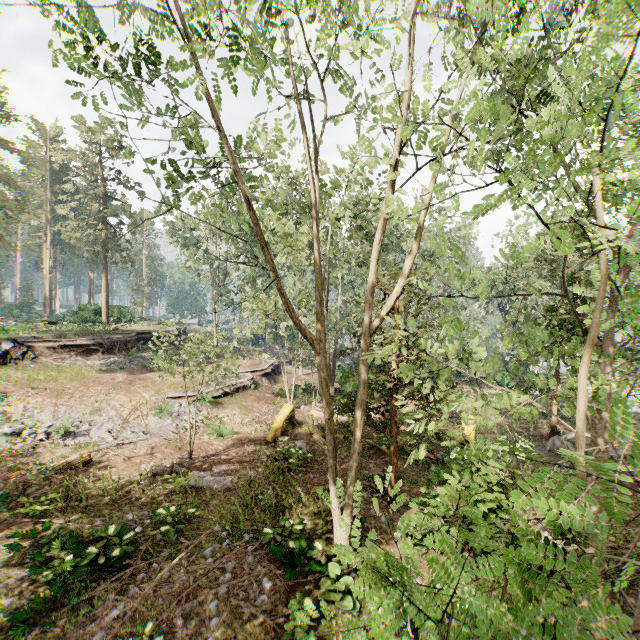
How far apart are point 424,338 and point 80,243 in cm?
4365

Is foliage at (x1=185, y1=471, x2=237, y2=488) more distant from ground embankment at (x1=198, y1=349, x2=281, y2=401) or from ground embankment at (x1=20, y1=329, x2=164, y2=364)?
ground embankment at (x1=20, y1=329, x2=164, y2=364)

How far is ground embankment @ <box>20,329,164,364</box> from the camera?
23.2 meters

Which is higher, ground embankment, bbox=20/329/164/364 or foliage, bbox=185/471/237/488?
ground embankment, bbox=20/329/164/364

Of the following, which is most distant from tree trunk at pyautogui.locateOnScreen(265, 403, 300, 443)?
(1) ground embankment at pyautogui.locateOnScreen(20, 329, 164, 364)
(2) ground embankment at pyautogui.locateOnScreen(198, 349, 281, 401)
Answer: (1) ground embankment at pyautogui.locateOnScreen(20, 329, 164, 364)

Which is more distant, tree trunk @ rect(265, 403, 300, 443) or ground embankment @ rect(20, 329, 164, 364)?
ground embankment @ rect(20, 329, 164, 364)

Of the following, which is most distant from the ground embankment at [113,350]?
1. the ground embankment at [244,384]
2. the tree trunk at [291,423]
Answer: the tree trunk at [291,423]

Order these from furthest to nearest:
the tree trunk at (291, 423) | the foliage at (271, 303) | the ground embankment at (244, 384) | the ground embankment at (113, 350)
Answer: the ground embankment at (113, 350), the ground embankment at (244, 384), the tree trunk at (291, 423), the foliage at (271, 303)
